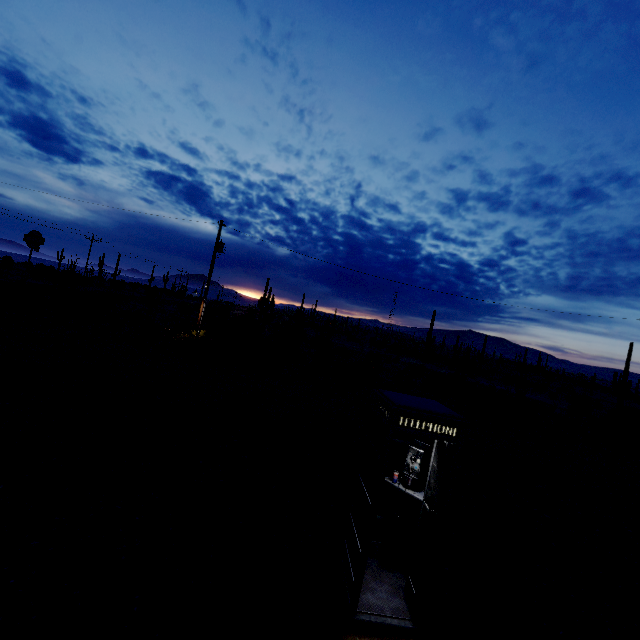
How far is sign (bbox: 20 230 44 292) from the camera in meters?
20.7 m

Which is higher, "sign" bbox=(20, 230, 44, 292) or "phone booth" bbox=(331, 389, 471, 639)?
"sign" bbox=(20, 230, 44, 292)

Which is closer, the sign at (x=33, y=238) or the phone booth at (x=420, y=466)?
the phone booth at (x=420, y=466)

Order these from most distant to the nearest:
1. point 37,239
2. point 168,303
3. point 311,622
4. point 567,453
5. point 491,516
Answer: point 168,303, point 37,239, point 567,453, point 491,516, point 311,622

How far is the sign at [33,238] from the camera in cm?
2070

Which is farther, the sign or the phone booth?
the sign
